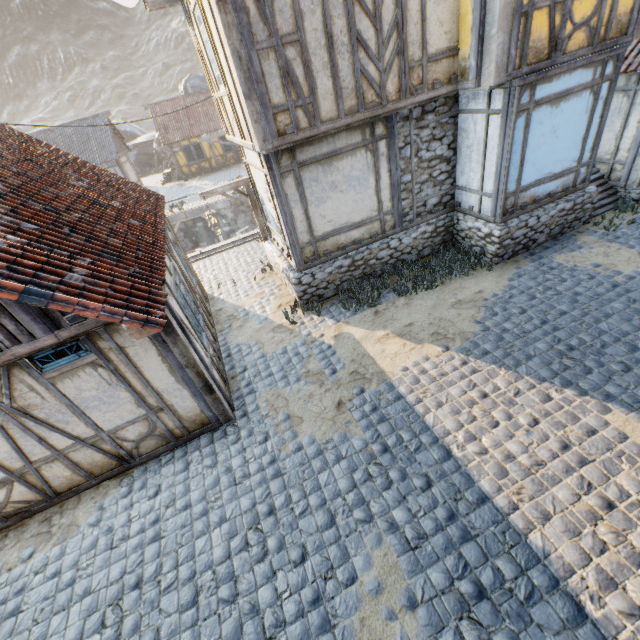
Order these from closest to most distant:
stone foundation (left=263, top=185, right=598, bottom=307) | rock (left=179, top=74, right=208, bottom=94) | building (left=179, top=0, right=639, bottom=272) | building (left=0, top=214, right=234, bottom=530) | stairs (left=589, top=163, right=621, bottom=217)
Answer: building (left=0, top=214, right=234, bottom=530) → building (left=179, top=0, right=639, bottom=272) → stone foundation (left=263, top=185, right=598, bottom=307) → stairs (left=589, top=163, right=621, bottom=217) → rock (left=179, top=74, right=208, bottom=94)

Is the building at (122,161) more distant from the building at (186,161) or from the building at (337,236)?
the building at (337,236)

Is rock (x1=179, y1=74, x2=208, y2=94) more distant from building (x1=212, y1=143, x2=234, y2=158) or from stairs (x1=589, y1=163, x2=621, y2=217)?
stairs (x1=589, y1=163, x2=621, y2=217)

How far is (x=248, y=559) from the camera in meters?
4.4 m

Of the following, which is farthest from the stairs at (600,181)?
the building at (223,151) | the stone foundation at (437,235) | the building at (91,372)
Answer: the building at (223,151)

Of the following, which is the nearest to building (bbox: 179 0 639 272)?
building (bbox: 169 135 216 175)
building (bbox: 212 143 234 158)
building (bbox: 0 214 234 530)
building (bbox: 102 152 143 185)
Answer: building (bbox: 0 214 234 530)

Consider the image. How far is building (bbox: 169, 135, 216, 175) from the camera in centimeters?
2750cm

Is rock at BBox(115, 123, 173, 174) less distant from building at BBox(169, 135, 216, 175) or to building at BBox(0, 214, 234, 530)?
building at BBox(169, 135, 216, 175)
